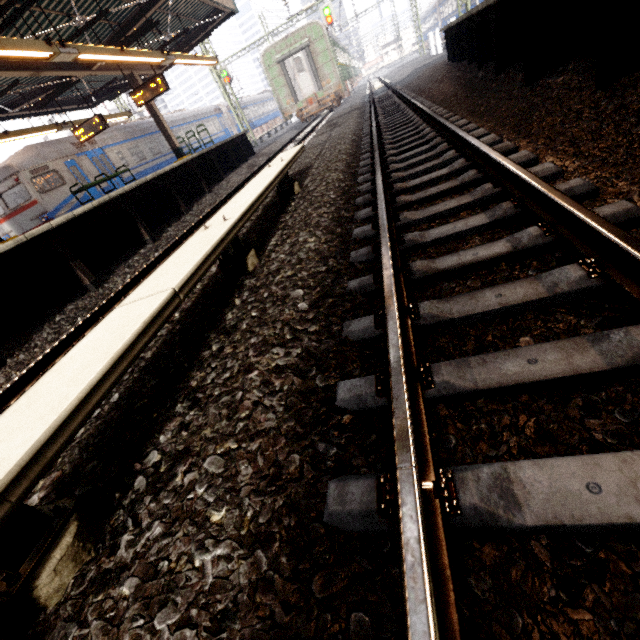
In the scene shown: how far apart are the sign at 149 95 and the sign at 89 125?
1.6m

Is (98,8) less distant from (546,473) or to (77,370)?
(77,370)

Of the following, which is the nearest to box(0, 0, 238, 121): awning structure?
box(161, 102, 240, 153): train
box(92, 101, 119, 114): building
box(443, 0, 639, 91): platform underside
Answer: box(161, 102, 240, 153): train

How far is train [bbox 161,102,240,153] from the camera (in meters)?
21.66

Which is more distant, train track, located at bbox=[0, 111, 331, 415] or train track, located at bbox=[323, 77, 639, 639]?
train track, located at bbox=[0, 111, 331, 415]

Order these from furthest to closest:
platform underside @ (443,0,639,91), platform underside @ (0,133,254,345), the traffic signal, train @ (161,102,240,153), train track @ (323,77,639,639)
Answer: the traffic signal
train @ (161,102,240,153)
platform underside @ (0,133,254,345)
platform underside @ (443,0,639,91)
train track @ (323,77,639,639)

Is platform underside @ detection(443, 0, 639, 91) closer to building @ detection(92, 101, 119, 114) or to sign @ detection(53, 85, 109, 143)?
sign @ detection(53, 85, 109, 143)

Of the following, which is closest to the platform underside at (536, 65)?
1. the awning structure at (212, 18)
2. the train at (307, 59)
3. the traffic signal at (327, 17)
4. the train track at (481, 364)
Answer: the train track at (481, 364)
